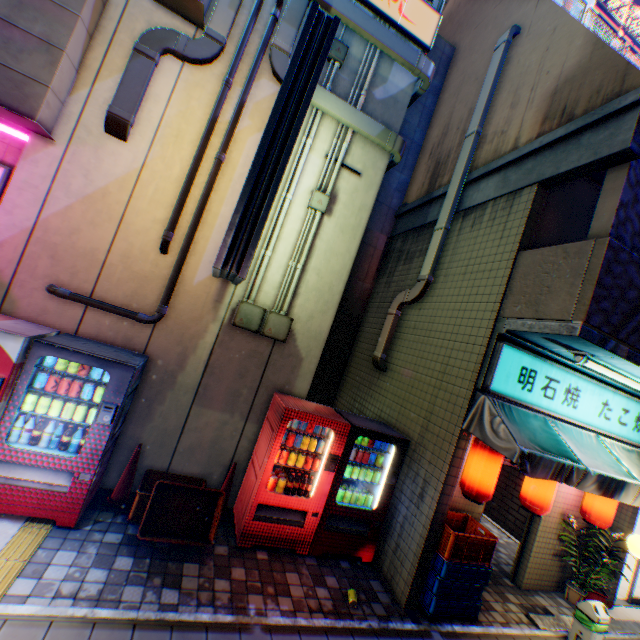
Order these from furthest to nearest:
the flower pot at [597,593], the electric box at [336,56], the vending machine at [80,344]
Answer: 1. the flower pot at [597,593]
2. the electric box at [336,56]
3. the vending machine at [80,344]

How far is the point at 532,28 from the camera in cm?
632

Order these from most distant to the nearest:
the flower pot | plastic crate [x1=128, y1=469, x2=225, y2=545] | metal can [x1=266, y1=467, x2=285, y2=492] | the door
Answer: the door, the flower pot, metal can [x1=266, y1=467, x2=285, y2=492], plastic crate [x1=128, y1=469, x2=225, y2=545]

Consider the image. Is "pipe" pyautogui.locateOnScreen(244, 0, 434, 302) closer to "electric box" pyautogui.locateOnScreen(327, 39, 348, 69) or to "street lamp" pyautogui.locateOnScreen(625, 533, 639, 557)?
"electric box" pyautogui.locateOnScreen(327, 39, 348, 69)

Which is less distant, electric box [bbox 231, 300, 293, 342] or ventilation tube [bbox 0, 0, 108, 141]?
ventilation tube [bbox 0, 0, 108, 141]

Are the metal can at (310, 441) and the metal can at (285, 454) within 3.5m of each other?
yes

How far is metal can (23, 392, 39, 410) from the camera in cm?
380

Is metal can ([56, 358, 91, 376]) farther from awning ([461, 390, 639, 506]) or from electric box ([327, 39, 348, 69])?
electric box ([327, 39, 348, 69])
